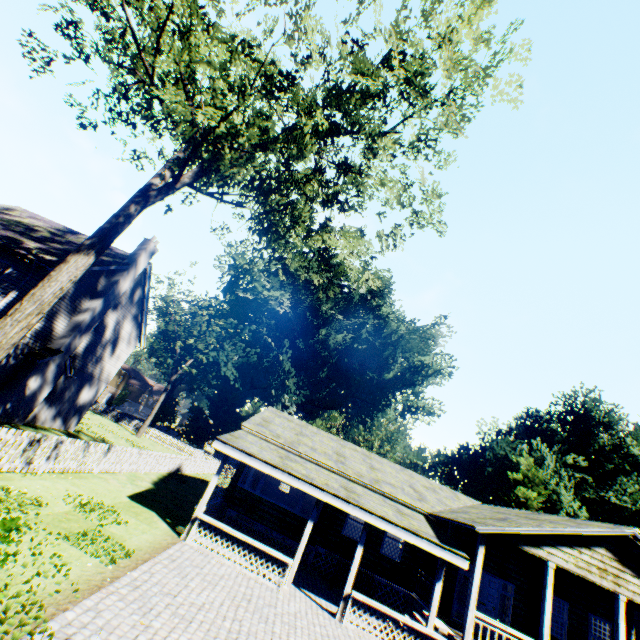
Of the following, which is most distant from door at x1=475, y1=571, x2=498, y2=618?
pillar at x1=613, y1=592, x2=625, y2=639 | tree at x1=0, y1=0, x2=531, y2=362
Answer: tree at x1=0, y1=0, x2=531, y2=362

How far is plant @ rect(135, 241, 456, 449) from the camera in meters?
40.6

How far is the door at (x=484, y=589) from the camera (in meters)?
13.95

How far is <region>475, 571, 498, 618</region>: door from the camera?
13.9m

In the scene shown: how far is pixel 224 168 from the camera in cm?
880

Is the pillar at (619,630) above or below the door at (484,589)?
above

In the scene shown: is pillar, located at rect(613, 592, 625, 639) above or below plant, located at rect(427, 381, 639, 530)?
below

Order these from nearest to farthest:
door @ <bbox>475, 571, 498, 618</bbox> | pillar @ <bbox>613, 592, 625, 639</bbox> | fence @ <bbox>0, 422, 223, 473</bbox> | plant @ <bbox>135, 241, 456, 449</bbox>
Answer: fence @ <bbox>0, 422, 223, 473</bbox> < pillar @ <bbox>613, 592, 625, 639</bbox> < door @ <bbox>475, 571, 498, 618</bbox> < plant @ <bbox>135, 241, 456, 449</bbox>
